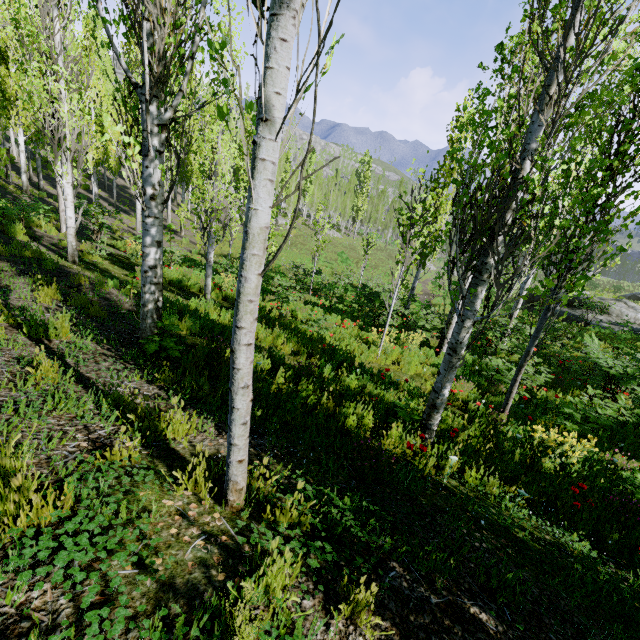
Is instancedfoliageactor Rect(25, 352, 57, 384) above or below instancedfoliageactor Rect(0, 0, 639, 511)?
above

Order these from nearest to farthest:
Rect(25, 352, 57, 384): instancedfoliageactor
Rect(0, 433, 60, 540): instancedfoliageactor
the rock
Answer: Rect(0, 433, 60, 540): instancedfoliageactor, Rect(25, 352, 57, 384): instancedfoliageactor, the rock

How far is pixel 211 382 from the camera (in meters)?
4.59

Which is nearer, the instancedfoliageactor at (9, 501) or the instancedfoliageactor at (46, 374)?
the instancedfoliageactor at (9, 501)

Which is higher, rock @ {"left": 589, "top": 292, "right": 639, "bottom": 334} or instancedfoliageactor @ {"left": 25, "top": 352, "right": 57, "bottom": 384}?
instancedfoliageactor @ {"left": 25, "top": 352, "right": 57, "bottom": 384}

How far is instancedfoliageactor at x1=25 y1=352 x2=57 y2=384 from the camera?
3.08m

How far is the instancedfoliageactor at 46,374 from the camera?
3.1 meters
